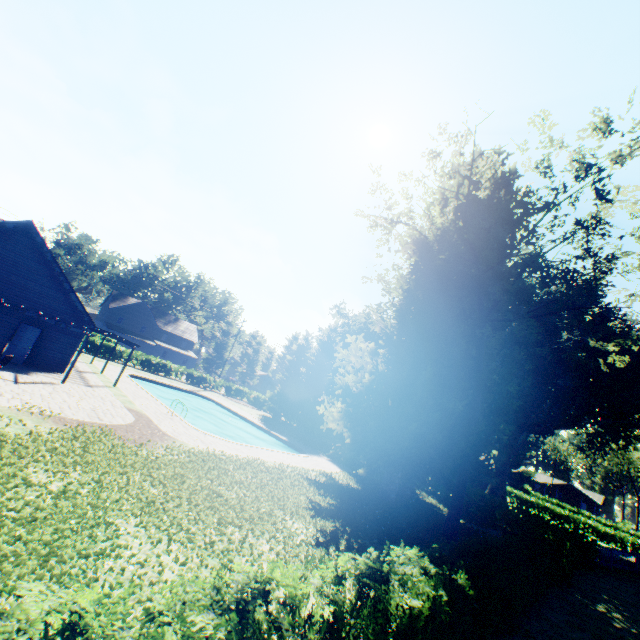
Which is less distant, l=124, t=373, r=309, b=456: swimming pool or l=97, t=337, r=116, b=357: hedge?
l=124, t=373, r=309, b=456: swimming pool

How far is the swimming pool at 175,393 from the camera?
23.8 meters

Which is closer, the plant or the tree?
the plant

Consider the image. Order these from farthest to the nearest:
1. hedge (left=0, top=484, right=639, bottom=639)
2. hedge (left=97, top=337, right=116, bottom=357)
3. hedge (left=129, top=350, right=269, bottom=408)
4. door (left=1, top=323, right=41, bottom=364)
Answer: hedge (left=129, top=350, right=269, bottom=408), hedge (left=97, top=337, right=116, bottom=357), door (left=1, top=323, right=41, bottom=364), hedge (left=0, top=484, right=639, bottom=639)

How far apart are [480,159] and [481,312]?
7.47m

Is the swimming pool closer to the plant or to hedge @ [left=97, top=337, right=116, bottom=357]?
the plant

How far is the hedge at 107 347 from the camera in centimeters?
3728cm

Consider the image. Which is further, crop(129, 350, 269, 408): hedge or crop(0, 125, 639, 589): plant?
crop(129, 350, 269, 408): hedge
